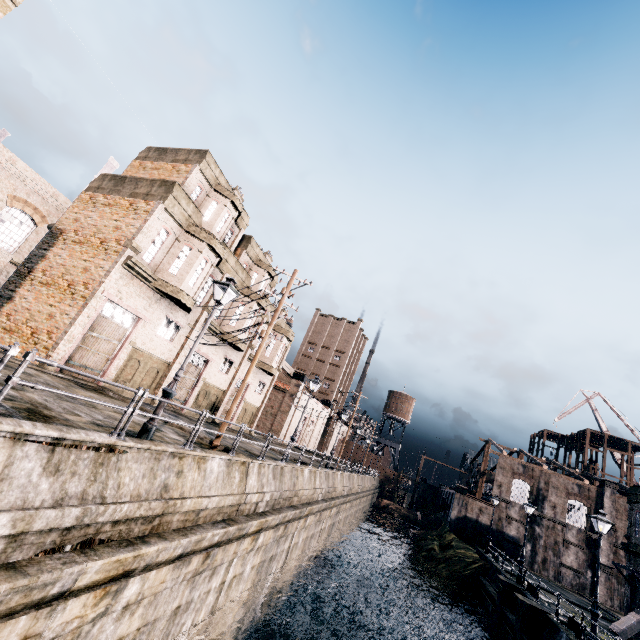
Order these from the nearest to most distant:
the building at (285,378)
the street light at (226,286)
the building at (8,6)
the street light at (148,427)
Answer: the street light at (148,427) → the street light at (226,286) → the building at (8,6) → the building at (285,378)

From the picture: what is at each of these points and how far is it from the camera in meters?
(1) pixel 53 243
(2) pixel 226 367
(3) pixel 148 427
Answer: (1) building, 19.8
(2) building, 28.9
(3) street light, 9.6

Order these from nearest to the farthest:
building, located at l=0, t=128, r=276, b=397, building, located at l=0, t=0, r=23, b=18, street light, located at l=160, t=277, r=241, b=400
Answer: street light, located at l=160, t=277, r=241, b=400 < building, located at l=0, t=0, r=23, b=18 < building, located at l=0, t=128, r=276, b=397

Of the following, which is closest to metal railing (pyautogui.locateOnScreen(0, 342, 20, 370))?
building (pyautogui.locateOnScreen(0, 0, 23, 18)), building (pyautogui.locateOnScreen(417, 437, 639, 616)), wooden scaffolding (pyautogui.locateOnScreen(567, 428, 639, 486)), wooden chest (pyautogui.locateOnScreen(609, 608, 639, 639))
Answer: building (pyautogui.locateOnScreen(0, 0, 23, 18))

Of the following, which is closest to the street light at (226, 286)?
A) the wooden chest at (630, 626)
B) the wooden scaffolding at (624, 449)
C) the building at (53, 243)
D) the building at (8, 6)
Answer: the building at (53, 243)

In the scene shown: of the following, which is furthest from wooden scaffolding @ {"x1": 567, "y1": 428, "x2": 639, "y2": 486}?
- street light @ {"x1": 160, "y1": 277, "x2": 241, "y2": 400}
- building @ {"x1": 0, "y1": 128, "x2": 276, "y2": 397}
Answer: street light @ {"x1": 160, "y1": 277, "x2": 241, "y2": 400}

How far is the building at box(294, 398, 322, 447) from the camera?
53.5 meters
